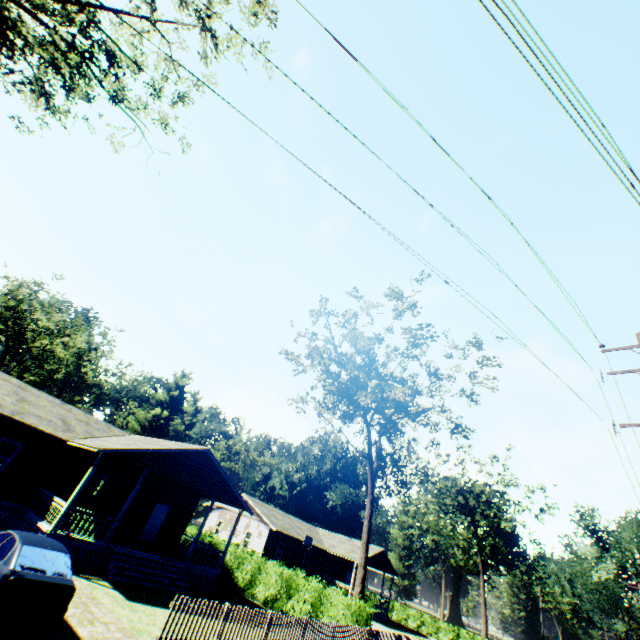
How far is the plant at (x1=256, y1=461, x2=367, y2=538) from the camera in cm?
5381

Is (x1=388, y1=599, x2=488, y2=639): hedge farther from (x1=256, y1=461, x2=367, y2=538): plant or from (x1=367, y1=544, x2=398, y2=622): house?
(x1=256, y1=461, x2=367, y2=538): plant

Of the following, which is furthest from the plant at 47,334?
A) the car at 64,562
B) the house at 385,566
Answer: the house at 385,566

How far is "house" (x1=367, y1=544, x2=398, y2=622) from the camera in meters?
37.5

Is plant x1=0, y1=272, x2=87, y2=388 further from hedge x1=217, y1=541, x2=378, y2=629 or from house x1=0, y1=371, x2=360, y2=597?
house x1=0, y1=371, x2=360, y2=597

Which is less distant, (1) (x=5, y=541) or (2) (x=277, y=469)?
(1) (x=5, y=541)

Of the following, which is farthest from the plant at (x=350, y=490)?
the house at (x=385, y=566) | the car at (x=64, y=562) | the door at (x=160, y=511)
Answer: the door at (x=160, y=511)

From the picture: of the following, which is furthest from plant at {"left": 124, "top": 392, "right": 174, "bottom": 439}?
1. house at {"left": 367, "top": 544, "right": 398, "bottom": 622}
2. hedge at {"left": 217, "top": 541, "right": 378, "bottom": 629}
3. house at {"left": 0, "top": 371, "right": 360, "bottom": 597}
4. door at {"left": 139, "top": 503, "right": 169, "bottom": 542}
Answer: door at {"left": 139, "top": 503, "right": 169, "bottom": 542}
